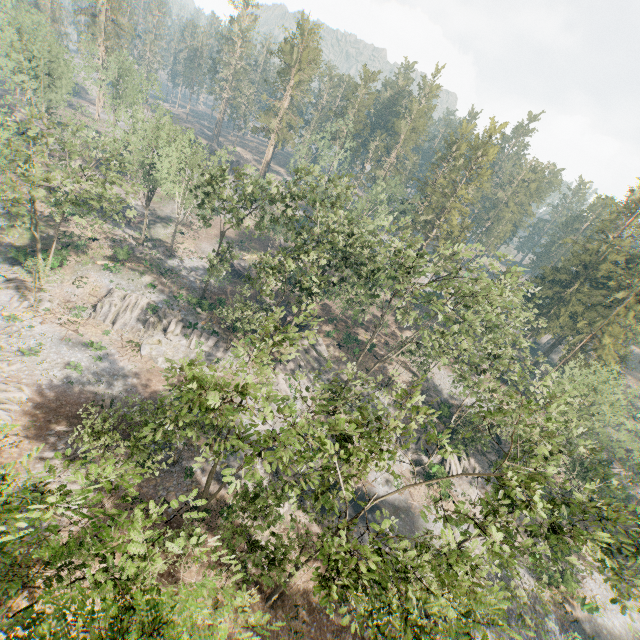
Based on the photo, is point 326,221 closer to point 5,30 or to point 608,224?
point 608,224

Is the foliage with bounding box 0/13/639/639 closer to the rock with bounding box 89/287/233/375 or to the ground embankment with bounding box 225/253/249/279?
the rock with bounding box 89/287/233/375

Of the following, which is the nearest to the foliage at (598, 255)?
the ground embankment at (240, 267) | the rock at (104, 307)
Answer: the rock at (104, 307)

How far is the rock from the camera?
38.28m

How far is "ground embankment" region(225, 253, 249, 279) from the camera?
54.8m

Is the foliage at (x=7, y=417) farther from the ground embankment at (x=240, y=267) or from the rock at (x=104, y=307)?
the ground embankment at (x=240, y=267)

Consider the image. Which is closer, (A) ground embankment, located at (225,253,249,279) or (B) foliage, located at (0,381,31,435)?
(B) foliage, located at (0,381,31,435)
